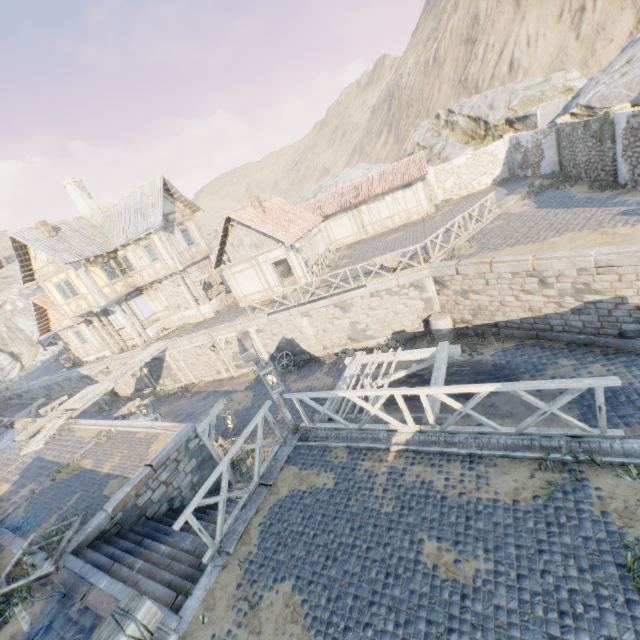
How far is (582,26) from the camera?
36.2m

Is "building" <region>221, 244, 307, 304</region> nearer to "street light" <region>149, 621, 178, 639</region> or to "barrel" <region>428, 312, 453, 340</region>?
"barrel" <region>428, 312, 453, 340</region>

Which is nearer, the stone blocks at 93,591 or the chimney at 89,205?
the stone blocks at 93,591

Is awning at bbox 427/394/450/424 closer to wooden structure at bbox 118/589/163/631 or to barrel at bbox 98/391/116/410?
wooden structure at bbox 118/589/163/631

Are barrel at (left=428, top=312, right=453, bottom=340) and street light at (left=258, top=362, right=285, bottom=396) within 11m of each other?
yes

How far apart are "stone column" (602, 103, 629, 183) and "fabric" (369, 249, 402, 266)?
9.9 meters

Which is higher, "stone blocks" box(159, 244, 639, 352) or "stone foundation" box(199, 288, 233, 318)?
"stone foundation" box(199, 288, 233, 318)

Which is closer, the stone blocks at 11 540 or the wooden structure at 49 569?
the wooden structure at 49 569
